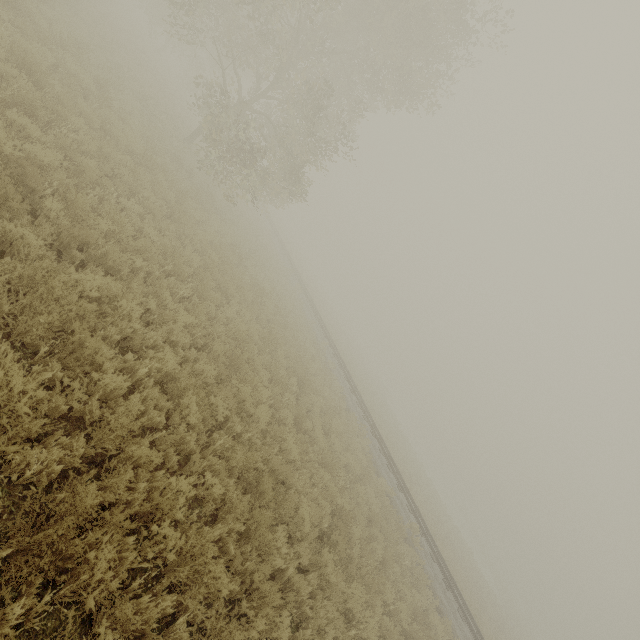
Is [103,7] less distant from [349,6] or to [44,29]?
[349,6]
